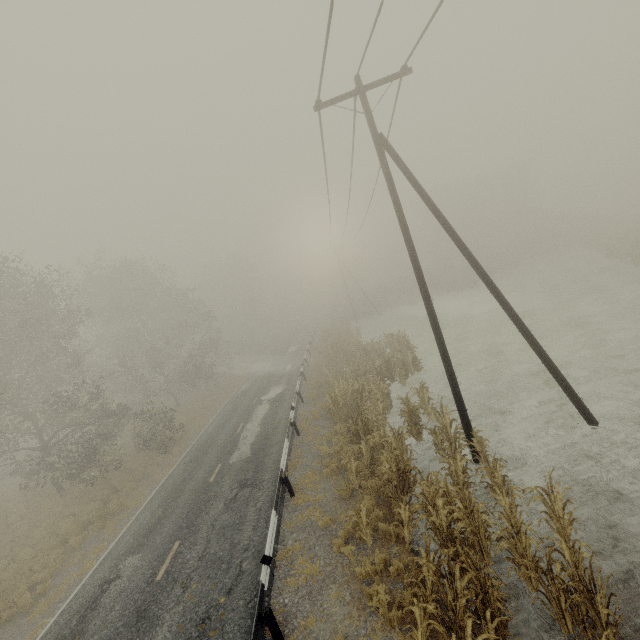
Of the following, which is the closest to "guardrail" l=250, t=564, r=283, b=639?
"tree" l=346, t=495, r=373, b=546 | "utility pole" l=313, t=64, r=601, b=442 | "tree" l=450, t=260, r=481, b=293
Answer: "tree" l=346, t=495, r=373, b=546

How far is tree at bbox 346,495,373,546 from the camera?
8.4 meters

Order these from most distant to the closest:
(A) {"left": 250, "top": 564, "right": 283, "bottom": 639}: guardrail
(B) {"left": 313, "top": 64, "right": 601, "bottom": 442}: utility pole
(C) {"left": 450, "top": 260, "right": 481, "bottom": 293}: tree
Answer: (C) {"left": 450, "top": 260, "right": 481, "bottom": 293}: tree, (B) {"left": 313, "top": 64, "right": 601, "bottom": 442}: utility pole, (A) {"left": 250, "top": 564, "right": 283, "bottom": 639}: guardrail

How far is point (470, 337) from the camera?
24.1 meters

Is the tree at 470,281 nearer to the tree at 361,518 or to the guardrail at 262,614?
the guardrail at 262,614

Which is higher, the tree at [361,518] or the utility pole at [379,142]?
the utility pole at [379,142]

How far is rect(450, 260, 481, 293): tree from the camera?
42.91m

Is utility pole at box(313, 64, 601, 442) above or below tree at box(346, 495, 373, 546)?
above
